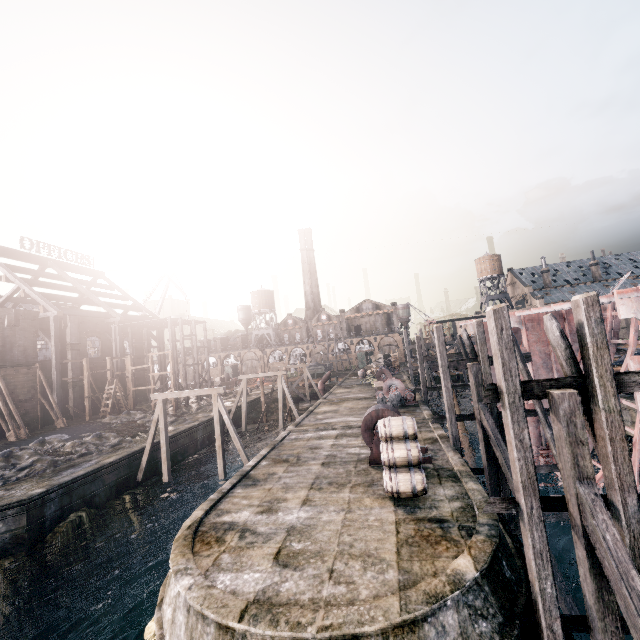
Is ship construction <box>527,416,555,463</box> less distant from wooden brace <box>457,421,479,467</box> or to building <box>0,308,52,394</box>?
wooden brace <box>457,421,479,467</box>

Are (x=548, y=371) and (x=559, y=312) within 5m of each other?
yes

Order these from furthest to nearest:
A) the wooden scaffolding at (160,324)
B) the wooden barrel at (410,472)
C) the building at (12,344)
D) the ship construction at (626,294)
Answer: the wooden scaffolding at (160,324), the building at (12,344), the wooden barrel at (410,472), the ship construction at (626,294)

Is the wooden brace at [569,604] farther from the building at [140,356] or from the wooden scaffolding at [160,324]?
the building at [140,356]

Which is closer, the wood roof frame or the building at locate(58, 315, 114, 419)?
the wood roof frame

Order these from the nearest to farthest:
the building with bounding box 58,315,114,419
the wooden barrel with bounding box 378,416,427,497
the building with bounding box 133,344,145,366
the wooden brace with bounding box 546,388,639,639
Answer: the wooden brace with bounding box 546,388,639,639 < the wooden barrel with bounding box 378,416,427,497 < the building with bounding box 58,315,114,419 < the building with bounding box 133,344,145,366

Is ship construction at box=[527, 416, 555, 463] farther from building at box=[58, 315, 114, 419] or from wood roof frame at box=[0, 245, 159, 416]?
building at box=[58, 315, 114, 419]

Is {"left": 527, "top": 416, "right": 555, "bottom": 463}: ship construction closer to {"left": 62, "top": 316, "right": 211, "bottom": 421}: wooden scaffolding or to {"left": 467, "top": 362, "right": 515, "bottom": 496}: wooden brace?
{"left": 467, "top": 362, "right": 515, "bottom": 496}: wooden brace
